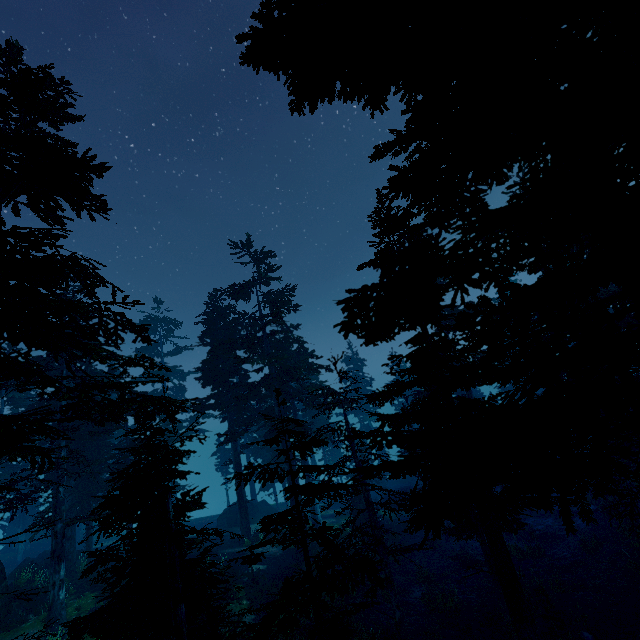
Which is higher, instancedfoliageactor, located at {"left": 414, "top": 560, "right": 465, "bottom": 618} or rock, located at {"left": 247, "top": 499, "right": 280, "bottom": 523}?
rock, located at {"left": 247, "top": 499, "right": 280, "bottom": 523}

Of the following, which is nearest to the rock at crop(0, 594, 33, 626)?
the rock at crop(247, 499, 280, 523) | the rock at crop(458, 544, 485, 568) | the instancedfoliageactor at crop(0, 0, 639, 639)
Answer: the instancedfoliageactor at crop(0, 0, 639, 639)

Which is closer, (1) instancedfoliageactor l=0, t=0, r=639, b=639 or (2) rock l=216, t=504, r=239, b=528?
(1) instancedfoliageactor l=0, t=0, r=639, b=639

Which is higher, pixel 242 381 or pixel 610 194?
pixel 242 381

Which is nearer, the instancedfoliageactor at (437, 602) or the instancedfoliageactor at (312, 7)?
the instancedfoliageactor at (312, 7)

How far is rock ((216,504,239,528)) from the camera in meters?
33.1 m

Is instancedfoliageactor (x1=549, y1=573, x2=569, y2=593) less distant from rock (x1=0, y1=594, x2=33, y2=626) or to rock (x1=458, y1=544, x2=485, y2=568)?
rock (x1=0, y1=594, x2=33, y2=626)

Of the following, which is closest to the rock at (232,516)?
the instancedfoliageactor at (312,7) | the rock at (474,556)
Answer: the instancedfoliageactor at (312,7)
